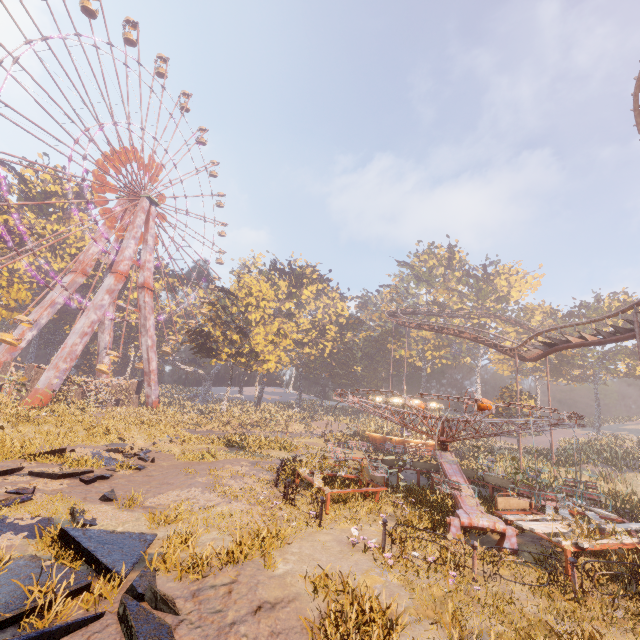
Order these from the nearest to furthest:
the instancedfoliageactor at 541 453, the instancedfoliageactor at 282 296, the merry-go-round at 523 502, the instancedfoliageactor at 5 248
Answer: the merry-go-round at 523 502, the instancedfoliageactor at 541 453, the instancedfoliageactor at 5 248, the instancedfoliageactor at 282 296

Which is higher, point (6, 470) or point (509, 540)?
point (509, 540)

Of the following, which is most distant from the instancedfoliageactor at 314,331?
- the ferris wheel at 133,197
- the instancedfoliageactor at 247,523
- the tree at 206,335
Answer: the instancedfoliageactor at 247,523

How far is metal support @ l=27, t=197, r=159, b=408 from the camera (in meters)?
30.12

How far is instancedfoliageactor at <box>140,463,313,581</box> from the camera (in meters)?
6.36

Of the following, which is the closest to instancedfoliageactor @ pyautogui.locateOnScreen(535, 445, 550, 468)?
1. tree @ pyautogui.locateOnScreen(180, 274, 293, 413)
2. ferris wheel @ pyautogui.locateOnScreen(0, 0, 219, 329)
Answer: tree @ pyautogui.locateOnScreen(180, 274, 293, 413)

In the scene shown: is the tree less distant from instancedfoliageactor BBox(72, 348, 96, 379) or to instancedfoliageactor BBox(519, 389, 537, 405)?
instancedfoliageactor BBox(519, 389, 537, 405)

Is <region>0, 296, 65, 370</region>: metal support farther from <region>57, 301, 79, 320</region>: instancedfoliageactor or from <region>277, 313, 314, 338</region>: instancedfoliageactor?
<region>277, 313, 314, 338</region>: instancedfoliageactor
